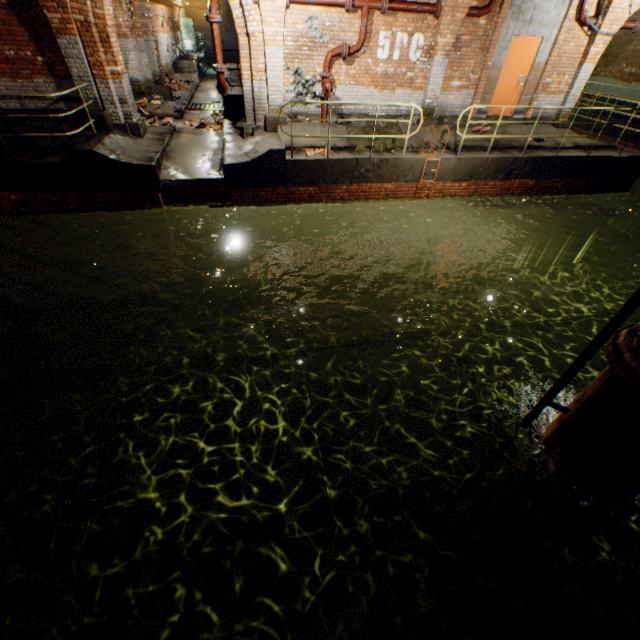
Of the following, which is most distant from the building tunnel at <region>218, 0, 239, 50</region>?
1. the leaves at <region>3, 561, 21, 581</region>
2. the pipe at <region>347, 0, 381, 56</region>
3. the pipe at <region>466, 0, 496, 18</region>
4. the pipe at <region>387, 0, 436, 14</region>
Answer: the leaves at <region>3, 561, 21, 581</region>

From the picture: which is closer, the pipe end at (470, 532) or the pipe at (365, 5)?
the pipe end at (470, 532)

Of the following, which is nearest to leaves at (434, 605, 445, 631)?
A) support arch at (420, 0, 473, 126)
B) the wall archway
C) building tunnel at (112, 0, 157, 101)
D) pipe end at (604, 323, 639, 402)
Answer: pipe end at (604, 323, 639, 402)

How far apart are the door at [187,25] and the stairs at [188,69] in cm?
774

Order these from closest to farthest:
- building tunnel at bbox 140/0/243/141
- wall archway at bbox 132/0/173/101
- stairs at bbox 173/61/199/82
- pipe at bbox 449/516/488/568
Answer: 1. pipe at bbox 449/516/488/568
2. building tunnel at bbox 140/0/243/141
3. wall archway at bbox 132/0/173/101
4. stairs at bbox 173/61/199/82

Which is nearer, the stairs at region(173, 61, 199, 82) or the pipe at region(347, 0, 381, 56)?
the pipe at region(347, 0, 381, 56)

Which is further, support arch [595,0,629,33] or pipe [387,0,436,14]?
support arch [595,0,629,33]

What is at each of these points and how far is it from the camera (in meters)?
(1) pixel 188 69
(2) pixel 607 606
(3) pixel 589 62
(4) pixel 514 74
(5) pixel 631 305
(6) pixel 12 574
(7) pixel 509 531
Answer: (1) stairs, 20.00
(2) leaves, 2.96
(3) support arch, 10.52
(4) door, 10.44
(5) pipe railing, 2.86
(6) leaves, 2.92
(7) pipe, 4.90
